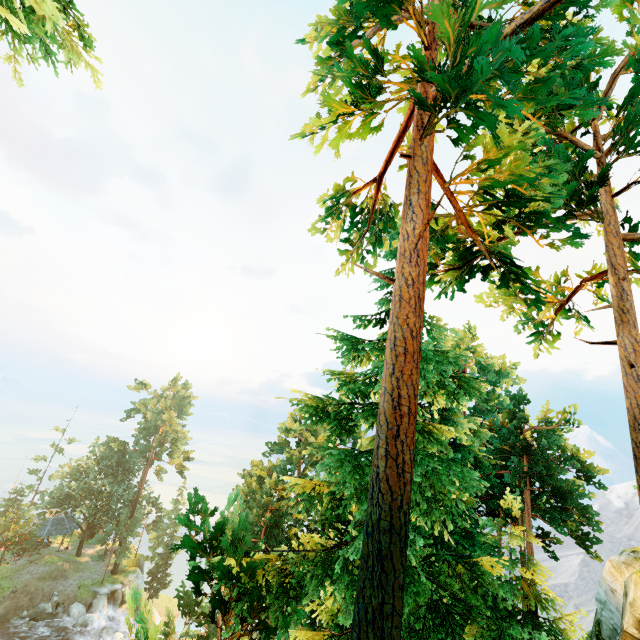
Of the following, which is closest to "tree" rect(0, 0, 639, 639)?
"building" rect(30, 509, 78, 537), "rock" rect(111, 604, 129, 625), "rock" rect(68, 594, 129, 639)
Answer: "building" rect(30, 509, 78, 537)

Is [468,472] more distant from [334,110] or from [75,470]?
[75,470]

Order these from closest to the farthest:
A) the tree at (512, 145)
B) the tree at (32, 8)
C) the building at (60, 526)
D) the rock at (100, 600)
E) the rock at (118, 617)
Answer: the tree at (32, 8), the tree at (512, 145), the rock at (100, 600), the rock at (118, 617), the building at (60, 526)

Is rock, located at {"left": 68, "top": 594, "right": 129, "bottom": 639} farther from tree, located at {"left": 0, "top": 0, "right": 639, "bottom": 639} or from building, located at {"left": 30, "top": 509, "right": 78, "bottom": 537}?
building, located at {"left": 30, "top": 509, "right": 78, "bottom": 537}

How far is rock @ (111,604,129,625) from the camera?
37.7m

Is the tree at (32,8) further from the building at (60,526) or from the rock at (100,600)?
the rock at (100,600)

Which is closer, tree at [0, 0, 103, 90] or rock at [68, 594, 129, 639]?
tree at [0, 0, 103, 90]
